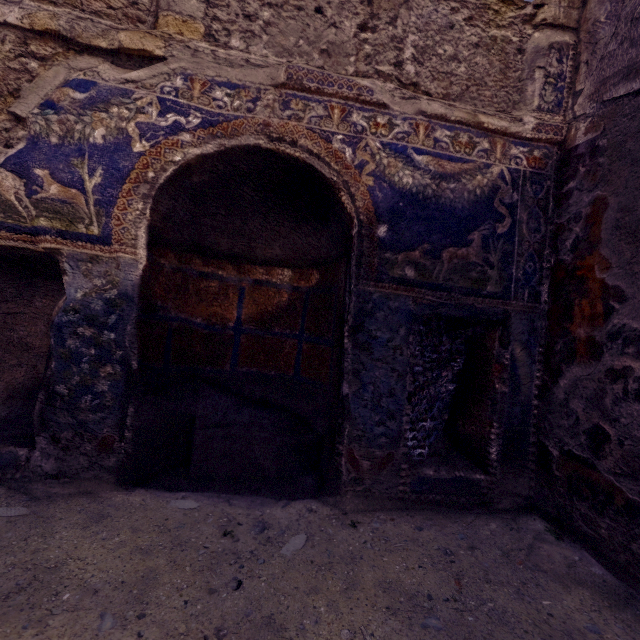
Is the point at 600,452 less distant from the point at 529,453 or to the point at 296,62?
the point at 529,453
